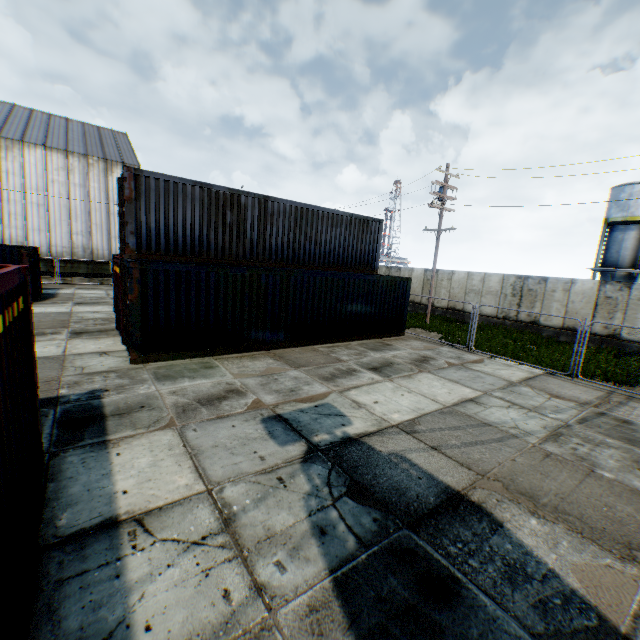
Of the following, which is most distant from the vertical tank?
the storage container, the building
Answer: the building

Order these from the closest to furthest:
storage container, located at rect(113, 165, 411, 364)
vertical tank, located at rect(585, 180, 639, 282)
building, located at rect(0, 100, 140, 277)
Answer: storage container, located at rect(113, 165, 411, 364) < building, located at rect(0, 100, 140, 277) < vertical tank, located at rect(585, 180, 639, 282)

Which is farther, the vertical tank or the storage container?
the vertical tank

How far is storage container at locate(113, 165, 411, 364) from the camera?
9.8 meters

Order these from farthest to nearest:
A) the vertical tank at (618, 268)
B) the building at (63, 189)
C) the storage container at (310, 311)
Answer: the vertical tank at (618, 268)
the building at (63, 189)
the storage container at (310, 311)

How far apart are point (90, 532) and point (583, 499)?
7.0m

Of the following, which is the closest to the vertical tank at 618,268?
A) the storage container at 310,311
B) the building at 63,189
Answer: the storage container at 310,311

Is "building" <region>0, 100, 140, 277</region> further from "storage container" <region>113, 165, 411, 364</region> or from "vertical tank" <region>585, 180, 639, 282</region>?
"vertical tank" <region>585, 180, 639, 282</region>
